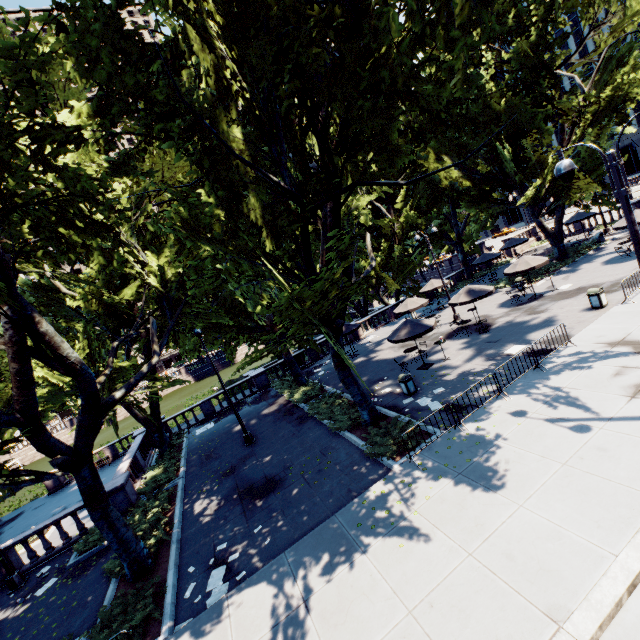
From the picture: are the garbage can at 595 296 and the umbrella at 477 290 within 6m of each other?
yes

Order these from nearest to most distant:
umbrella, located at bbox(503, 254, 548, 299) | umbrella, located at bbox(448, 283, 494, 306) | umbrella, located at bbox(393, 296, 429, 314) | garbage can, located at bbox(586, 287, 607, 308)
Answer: garbage can, located at bbox(586, 287, 607, 308)
umbrella, located at bbox(448, 283, 494, 306)
umbrella, located at bbox(503, 254, 548, 299)
umbrella, located at bbox(393, 296, 429, 314)

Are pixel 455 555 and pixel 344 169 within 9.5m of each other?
no

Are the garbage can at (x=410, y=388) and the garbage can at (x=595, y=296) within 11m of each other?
yes

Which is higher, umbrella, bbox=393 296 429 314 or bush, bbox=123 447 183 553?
umbrella, bbox=393 296 429 314

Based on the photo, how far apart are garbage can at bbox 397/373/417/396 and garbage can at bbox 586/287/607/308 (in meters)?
10.18

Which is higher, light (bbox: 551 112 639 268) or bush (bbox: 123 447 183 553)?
light (bbox: 551 112 639 268)

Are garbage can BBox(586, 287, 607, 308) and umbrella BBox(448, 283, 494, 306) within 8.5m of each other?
yes
